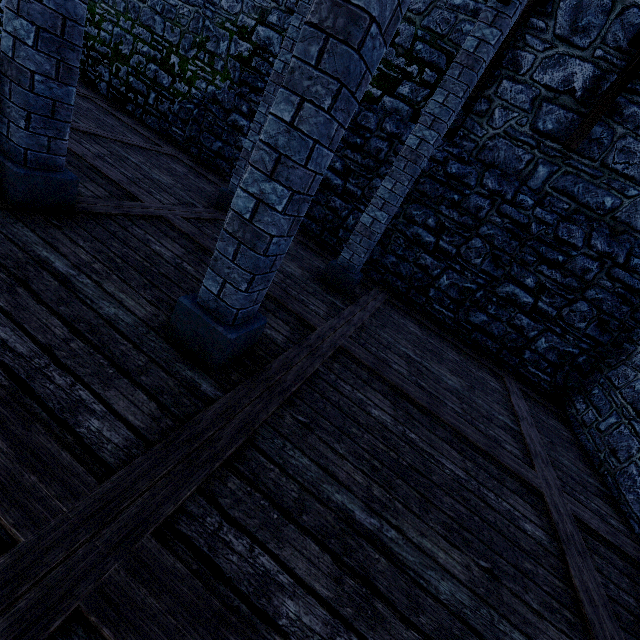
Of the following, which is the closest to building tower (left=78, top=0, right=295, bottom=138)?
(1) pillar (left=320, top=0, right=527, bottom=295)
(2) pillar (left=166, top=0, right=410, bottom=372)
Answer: (1) pillar (left=320, top=0, right=527, bottom=295)

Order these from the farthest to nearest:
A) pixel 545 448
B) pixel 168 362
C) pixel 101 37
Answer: pixel 101 37 < pixel 545 448 < pixel 168 362

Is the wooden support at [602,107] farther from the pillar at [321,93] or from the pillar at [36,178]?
the pillar at [36,178]

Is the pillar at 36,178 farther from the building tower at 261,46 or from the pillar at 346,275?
the building tower at 261,46

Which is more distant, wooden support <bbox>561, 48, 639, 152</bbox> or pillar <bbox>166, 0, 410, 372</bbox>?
wooden support <bbox>561, 48, 639, 152</bbox>

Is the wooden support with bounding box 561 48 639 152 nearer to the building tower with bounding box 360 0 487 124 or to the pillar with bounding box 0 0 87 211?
the building tower with bounding box 360 0 487 124

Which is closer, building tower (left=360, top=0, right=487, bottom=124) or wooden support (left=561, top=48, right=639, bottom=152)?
wooden support (left=561, top=48, right=639, bottom=152)
